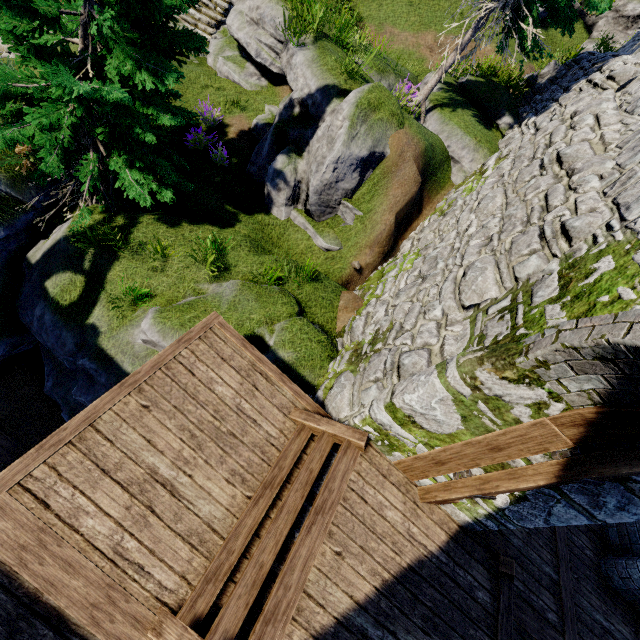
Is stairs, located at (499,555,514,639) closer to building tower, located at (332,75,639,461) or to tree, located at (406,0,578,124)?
building tower, located at (332,75,639,461)

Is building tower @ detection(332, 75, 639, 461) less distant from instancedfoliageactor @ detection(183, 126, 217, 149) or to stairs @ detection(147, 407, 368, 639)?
stairs @ detection(147, 407, 368, 639)

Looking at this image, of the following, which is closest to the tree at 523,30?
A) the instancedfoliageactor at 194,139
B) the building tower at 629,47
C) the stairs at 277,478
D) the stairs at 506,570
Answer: the instancedfoliageactor at 194,139

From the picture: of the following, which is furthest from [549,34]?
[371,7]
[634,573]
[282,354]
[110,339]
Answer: [110,339]

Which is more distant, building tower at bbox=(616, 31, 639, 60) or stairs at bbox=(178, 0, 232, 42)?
stairs at bbox=(178, 0, 232, 42)

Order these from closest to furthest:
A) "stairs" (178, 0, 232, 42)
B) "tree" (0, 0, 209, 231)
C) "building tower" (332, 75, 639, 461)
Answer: "building tower" (332, 75, 639, 461)
"tree" (0, 0, 209, 231)
"stairs" (178, 0, 232, 42)

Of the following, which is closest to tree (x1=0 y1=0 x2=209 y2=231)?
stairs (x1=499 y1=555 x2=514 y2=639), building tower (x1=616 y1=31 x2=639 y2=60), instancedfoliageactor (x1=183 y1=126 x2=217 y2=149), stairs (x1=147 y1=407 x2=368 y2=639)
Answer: instancedfoliageactor (x1=183 y1=126 x2=217 y2=149)

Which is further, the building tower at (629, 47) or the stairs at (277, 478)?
the building tower at (629, 47)
